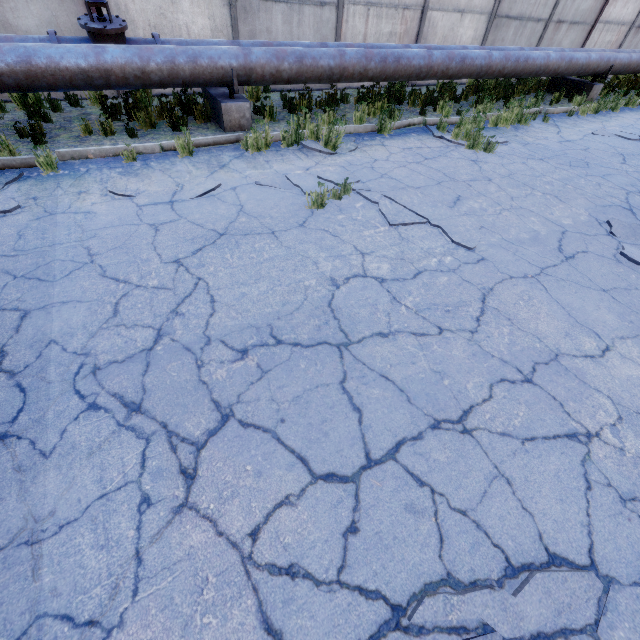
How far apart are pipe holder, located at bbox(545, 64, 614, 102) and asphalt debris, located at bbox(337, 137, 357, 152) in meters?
10.2

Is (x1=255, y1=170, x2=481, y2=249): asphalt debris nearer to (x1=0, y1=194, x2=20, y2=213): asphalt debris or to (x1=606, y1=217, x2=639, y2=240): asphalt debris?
(x1=606, y1=217, x2=639, y2=240): asphalt debris

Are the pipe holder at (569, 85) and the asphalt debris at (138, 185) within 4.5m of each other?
no

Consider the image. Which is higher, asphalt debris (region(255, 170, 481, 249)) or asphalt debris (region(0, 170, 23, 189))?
asphalt debris (region(0, 170, 23, 189))

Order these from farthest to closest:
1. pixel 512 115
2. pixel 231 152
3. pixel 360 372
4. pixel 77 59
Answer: pixel 512 115 → pixel 231 152 → pixel 77 59 → pixel 360 372

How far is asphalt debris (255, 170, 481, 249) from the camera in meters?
4.2 m

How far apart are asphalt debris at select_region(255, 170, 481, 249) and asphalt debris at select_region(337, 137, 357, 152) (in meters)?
0.85

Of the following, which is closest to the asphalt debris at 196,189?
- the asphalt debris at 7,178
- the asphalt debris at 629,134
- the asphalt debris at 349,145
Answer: the asphalt debris at 7,178
